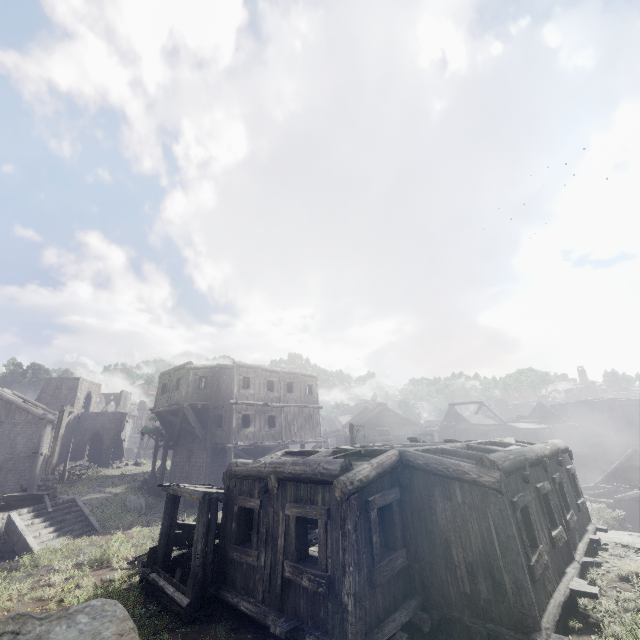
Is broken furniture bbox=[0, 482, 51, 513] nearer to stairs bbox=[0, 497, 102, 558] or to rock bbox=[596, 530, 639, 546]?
stairs bbox=[0, 497, 102, 558]

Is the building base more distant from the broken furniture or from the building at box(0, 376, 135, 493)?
the broken furniture

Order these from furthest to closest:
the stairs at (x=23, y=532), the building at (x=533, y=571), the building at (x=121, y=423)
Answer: the building at (x=121, y=423) < the stairs at (x=23, y=532) < the building at (x=533, y=571)

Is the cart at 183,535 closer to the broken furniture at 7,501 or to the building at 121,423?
the building at 121,423

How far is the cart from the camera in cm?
1168

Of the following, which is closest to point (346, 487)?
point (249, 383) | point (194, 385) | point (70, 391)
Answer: point (249, 383)

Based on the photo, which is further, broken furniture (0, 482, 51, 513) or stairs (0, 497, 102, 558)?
broken furniture (0, 482, 51, 513)

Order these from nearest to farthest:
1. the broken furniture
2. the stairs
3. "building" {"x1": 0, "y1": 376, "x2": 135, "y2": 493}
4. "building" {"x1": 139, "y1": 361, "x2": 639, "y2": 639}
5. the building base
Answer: "building" {"x1": 139, "y1": 361, "x2": 639, "y2": 639} < the stairs < the broken furniture < "building" {"x1": 0, "y1": 376, "x2": 135, "y2": 493} < the building base
